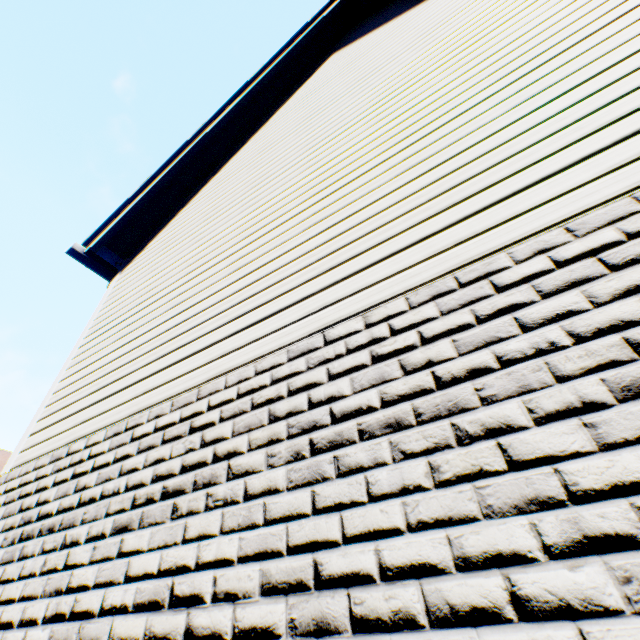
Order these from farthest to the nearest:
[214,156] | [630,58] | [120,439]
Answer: [214,156] → [120,439] → [630,58]
